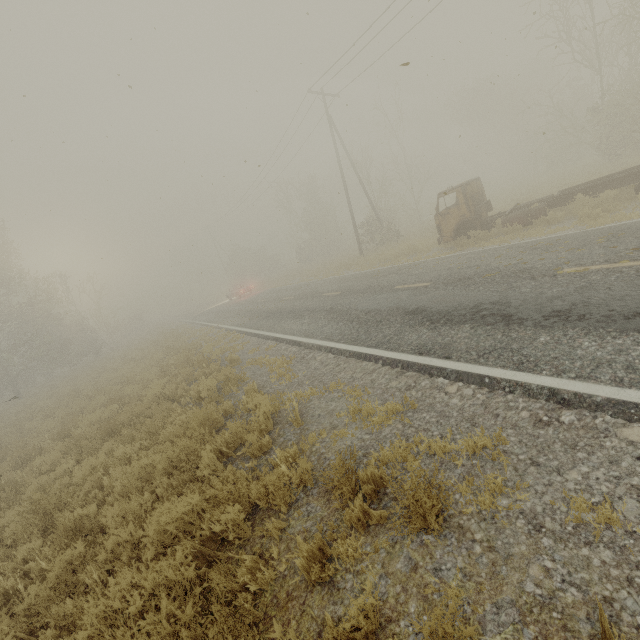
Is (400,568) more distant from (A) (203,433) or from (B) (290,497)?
(A) (203,433)
